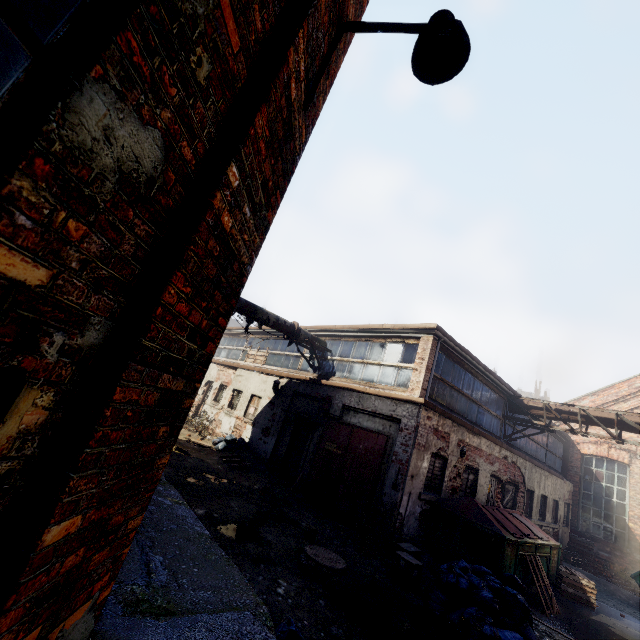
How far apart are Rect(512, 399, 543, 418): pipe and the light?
13.77m

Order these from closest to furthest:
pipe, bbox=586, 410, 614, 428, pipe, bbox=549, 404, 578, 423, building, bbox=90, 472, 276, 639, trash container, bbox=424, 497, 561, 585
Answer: building, bbox=90, 472, 276, 639
trash container, bbox=424, 497, 561, 585
pipe, bbox=586, 410, 614, 428
pipe, bbox=549, 404, 578, 423

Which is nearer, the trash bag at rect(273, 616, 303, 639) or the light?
the light

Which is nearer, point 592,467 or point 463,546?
point 463,546

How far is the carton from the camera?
6.35m

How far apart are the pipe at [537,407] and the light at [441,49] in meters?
13.8 m

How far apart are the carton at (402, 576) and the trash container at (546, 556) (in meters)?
Answer: 2.15

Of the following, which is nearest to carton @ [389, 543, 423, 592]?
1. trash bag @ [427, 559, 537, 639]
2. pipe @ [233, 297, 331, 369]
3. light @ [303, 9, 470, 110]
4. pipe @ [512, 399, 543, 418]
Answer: trash bag @ [427, 559, 537, 639]
